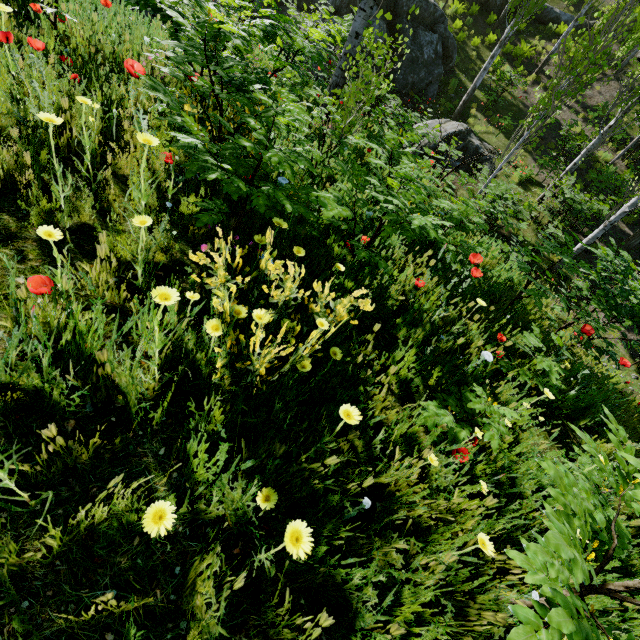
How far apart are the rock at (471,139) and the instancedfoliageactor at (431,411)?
12.6m

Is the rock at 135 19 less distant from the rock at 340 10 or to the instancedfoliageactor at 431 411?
the rock at 340 10

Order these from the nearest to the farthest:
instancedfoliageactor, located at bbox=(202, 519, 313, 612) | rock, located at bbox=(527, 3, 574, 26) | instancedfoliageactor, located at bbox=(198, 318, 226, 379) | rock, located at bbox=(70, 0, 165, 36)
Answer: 1. instancedfoliageactor, located at bbox=(202, 519, 313, 612)
2. instancedfoliageactor, located at bbox=(198, 318, 226, 379)
3. rock, located at bbox=(70, 0, 165, 36)
4. rock, located at bbox=(527, 3, 574, 26)

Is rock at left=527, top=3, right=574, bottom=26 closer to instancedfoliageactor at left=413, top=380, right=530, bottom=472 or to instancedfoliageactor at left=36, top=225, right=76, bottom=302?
instancedfoliageactor at left=36, top=225, right=76, bottom=302

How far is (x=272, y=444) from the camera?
1.27m

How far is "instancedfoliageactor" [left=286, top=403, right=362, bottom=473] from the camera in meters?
1.2

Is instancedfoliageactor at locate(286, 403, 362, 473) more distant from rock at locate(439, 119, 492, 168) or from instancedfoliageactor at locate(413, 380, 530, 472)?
rock at locate(439, 119, 492, 168)
